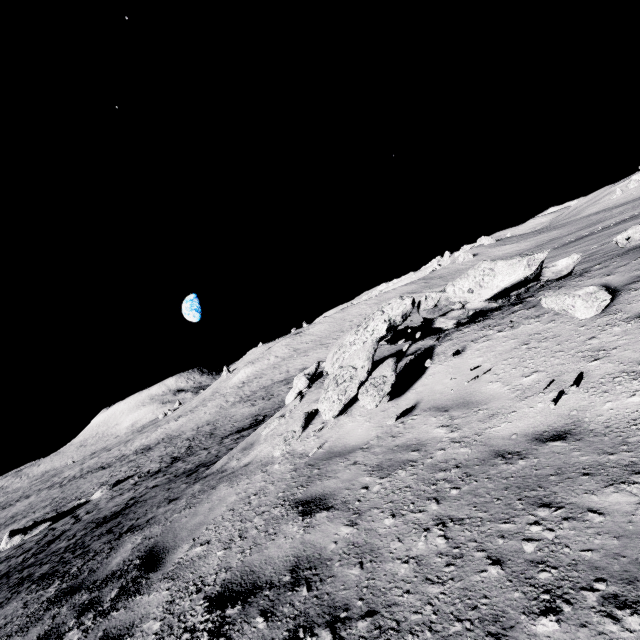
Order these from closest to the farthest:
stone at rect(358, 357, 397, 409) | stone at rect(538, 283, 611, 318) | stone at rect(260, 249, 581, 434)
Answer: stone at rect(538, 283, 611, 318)
stone at rect(358, 357, 397, 409)
stone at rect(260, 249, 581, 434)

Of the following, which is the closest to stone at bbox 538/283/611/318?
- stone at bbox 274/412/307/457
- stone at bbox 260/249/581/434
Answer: stone at bbox 260/249/581/434

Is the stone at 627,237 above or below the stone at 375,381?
above

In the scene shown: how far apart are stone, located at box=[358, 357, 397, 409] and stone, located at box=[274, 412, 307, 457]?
1.54m

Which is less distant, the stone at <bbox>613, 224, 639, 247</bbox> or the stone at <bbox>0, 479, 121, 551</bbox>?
the stone at <bbox>613, 224, 639, 247</bbox>

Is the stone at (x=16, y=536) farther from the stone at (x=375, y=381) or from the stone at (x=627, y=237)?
the stone at (x=627, y=237)

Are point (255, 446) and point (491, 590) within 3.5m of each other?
no

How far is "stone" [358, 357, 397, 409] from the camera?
4.5 meters
